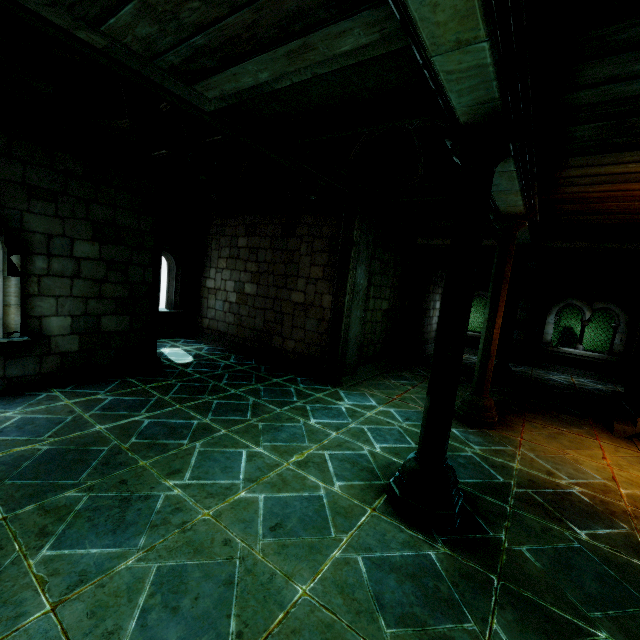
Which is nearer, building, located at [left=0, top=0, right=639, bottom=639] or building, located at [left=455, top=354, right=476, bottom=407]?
building, located at [left=0, top=0, right=639, bottom=639]

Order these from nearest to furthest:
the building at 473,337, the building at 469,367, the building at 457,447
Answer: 1. the building at 457,447
2. the building at 469,367
3. the building at 473,337

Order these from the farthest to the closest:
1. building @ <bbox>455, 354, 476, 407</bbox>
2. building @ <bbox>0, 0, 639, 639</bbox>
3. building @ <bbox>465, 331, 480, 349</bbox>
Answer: building @ <bbox>465, 331, 480, 349</bbox> < building @ <bbox>455, 354, 476, 407</bbox> < building @ <bbox>0, 0, 639, 639</bbox>

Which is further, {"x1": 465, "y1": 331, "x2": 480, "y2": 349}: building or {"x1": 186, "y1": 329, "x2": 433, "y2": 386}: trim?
{"x1": 465, "y1": 331, "x2": 480, "y2": 349}: building

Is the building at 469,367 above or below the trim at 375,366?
below

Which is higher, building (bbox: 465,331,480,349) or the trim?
building (bbox: 465,331,480,349)

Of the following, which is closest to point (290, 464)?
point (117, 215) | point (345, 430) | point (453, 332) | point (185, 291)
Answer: point (345, 430)
